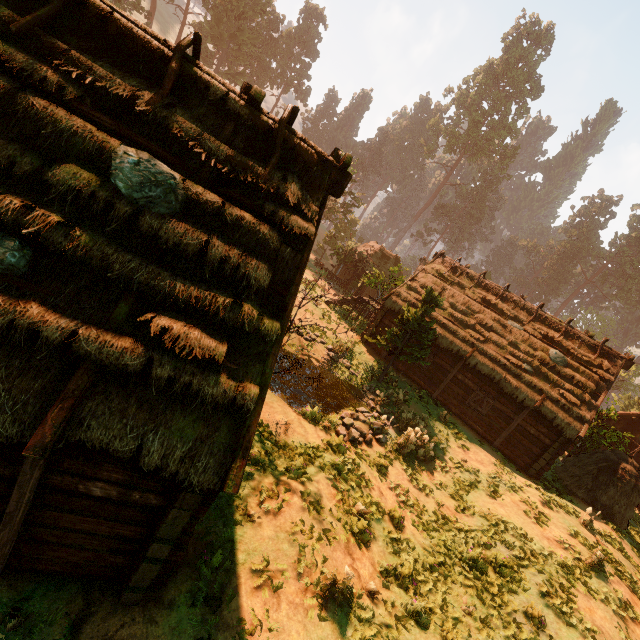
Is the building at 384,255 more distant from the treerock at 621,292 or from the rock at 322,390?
the rock at 322,390

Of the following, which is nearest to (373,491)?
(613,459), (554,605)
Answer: (554,605)

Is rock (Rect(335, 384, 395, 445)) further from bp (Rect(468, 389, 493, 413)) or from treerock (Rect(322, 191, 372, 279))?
bp (Rect(468, 389, 493, 413))

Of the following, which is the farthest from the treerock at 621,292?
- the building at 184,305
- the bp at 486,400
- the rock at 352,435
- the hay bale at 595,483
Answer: the bp at 486,400

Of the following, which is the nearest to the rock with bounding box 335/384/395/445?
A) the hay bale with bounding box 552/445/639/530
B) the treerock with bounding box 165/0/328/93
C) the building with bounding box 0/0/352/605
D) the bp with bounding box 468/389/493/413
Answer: the treerock with bounding box 165/0/328/93

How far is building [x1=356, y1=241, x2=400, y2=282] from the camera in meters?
37.1

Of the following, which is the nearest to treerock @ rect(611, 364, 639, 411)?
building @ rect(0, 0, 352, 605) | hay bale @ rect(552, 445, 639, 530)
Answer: building @ rect(0, 0, 352, 605)

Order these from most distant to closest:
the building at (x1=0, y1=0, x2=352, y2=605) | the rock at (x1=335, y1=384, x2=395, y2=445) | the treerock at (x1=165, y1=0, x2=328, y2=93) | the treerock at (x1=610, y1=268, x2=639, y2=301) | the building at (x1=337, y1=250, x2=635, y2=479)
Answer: the treerock at (x1=610, y1=268, x2=639, y2=301)
the treerock at (x1=165, y1=0, x2=328, y2=93)
the building at (x1=337, y1=250, x2=635, y2=479)
the rock at (x1=335, y1=384, x2=395, y2=445)
the building at (x1=0, y1=0, x2=352, y2=605)
